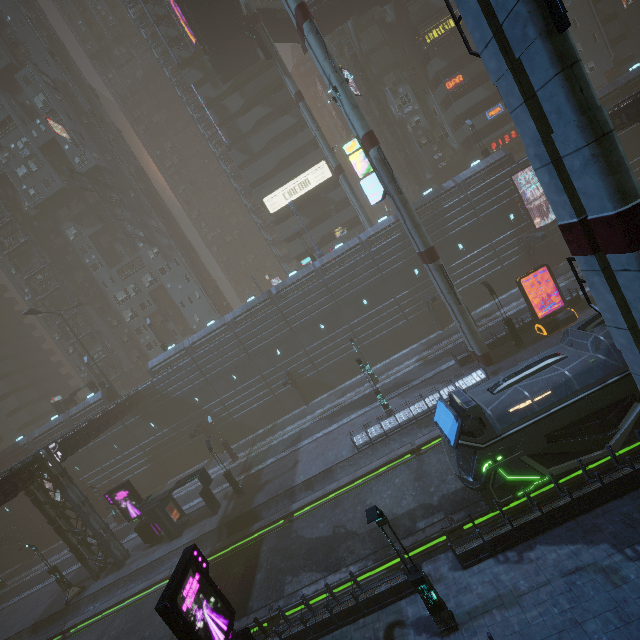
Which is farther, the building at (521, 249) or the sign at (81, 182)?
the sign at (81, 182)

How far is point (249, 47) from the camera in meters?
40.1 m

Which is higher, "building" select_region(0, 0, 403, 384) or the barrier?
"building" select_region(0, 0, 403, 384)

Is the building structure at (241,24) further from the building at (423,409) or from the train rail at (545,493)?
the train rail at (545,493)

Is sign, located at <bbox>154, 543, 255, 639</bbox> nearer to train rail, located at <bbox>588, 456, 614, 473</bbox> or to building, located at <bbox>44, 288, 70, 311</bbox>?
building, located at <bbox>44, 288, 70, 311</bbox>

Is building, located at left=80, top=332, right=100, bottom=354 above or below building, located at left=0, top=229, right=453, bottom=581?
above

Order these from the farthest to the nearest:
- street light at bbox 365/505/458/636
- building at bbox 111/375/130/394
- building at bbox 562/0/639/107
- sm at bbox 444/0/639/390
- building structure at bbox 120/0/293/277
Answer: building at bbox 111/375/130/394 < building structure at bbox 120/0/293/277 < building at bbox 562/0/639/107 < street light at bbox 365/505/458/636 < sm at bbox 444/0/639/390

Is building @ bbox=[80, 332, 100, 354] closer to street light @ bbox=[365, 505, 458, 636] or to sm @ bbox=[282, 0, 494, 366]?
sm @ bbox=[282, 0, 494, 366]
